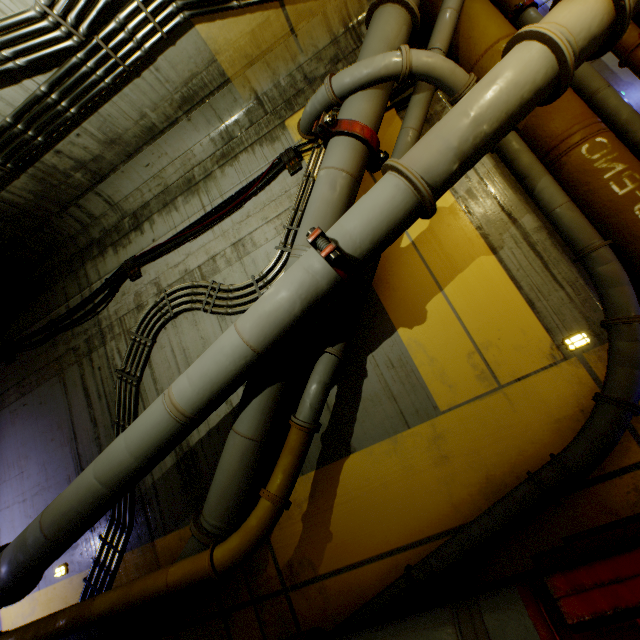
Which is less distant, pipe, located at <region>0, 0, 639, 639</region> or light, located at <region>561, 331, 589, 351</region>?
pipe, located at <region>0, 0, 639, 639</region>

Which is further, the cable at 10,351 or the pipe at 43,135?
the cable at 10,351

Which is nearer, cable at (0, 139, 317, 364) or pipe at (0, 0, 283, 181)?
pipe at (0, 0, 283, 181)

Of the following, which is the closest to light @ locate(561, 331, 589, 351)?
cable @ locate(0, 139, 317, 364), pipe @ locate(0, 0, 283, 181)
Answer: pipe @ locate(0, 0, 283, 181)

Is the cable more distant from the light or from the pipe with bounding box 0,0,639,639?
the light

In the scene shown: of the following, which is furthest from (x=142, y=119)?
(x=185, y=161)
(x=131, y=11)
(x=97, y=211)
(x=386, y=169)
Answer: (x=386, y=169)

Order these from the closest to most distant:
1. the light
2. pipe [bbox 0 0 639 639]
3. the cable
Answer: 1. pipe [bbox 0 0 639 639]
2. the light
3. the cable

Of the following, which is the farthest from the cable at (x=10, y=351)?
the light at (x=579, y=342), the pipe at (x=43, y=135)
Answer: the light at (x=579, y=342)
